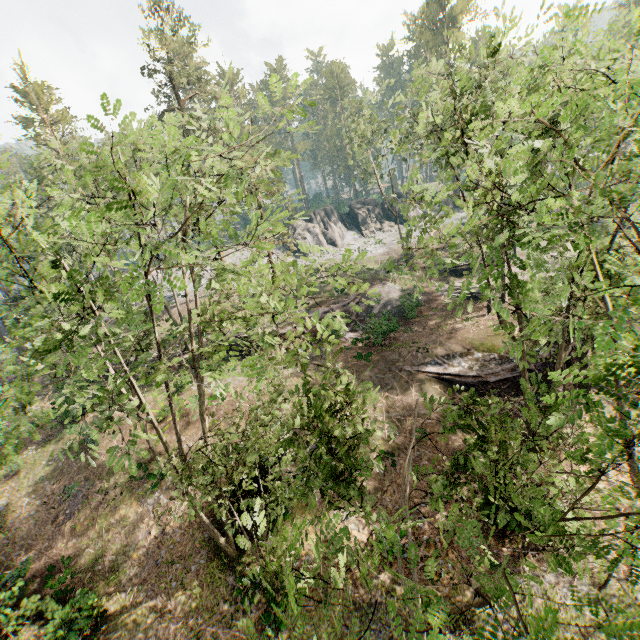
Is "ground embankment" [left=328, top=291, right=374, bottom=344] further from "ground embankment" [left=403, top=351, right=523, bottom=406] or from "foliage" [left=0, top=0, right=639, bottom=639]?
"ground embankment" [left=403, top=351, right=523, bottom=406]

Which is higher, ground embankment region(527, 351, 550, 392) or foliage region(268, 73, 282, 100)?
foliage region(268, 73, 282, 100)

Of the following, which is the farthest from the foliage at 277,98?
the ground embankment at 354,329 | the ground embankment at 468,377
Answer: the ground embankment at 354,329

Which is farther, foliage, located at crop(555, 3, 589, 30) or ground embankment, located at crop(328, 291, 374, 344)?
ground embankment, located at crop(328, 291, 374, 344)

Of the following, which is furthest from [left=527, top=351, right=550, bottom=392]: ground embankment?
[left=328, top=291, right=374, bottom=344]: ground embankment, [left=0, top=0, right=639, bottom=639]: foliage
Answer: [left=328, top=291, right=374, bottom=344]: ground embankment

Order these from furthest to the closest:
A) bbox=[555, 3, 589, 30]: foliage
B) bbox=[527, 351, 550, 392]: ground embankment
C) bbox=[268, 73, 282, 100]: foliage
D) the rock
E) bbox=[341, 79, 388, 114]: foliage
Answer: the rock, bbox=[341, 79, 388, 114]: foliage, bbox=[527, 351, 550, 392]: ground embankment, bbox=[268, 73, 282, 100]: foliage, bbox=[555, 3, 589, 30]: foliage

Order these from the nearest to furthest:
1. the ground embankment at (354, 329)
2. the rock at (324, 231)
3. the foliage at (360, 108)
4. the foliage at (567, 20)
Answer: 1. the foliage at (567, 20)
2. the ground embankment at (354, 329)
3. the foliage at (360, 108)
4. the rock at (324, 231)

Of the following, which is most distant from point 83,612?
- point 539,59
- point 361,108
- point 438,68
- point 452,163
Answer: point 361,108
